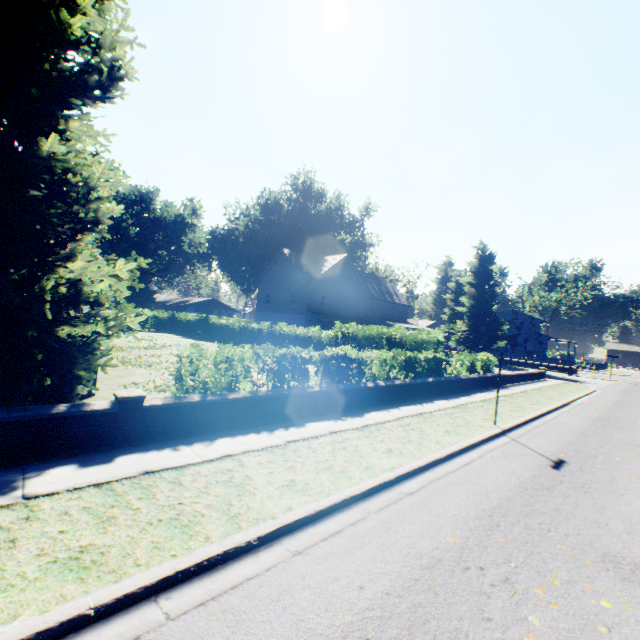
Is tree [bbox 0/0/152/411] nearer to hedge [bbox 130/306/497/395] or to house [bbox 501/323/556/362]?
hedge [bbox 130/306/497/395]

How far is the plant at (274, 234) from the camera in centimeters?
4897cm

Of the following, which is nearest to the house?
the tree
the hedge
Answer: the hedge

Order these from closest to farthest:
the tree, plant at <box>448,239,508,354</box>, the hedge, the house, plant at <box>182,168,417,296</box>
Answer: the tree → the hedge → plant at <box>448,239,508,354</box> → plant at <box>182,168,417,296</box> → the house

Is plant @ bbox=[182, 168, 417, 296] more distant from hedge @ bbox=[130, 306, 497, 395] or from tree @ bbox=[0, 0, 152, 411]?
hedge @ bbox=[130, 306, 497, 395]

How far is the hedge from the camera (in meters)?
7.85

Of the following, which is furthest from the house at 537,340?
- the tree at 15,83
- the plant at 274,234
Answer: the tree at 15,83

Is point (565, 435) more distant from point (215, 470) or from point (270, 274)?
point (270, 274)
